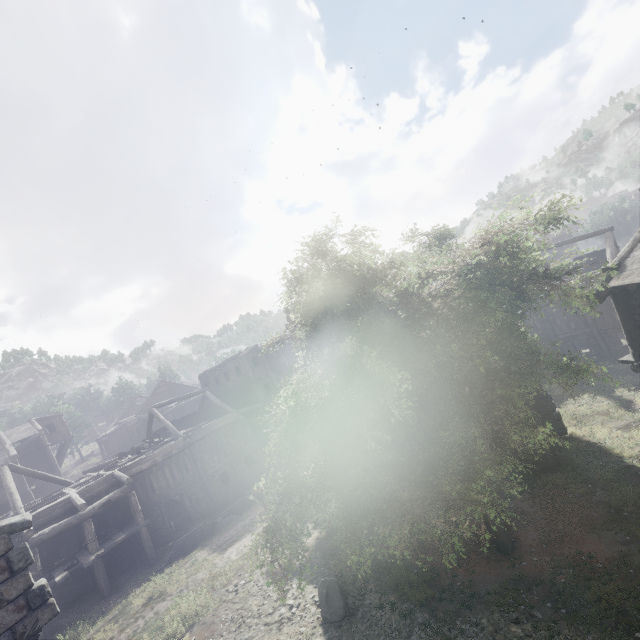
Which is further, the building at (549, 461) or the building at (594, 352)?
the building at (549, 461)

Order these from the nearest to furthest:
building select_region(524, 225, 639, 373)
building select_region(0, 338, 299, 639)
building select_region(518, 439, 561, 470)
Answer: building select_region(0, 338, 299, 639) → building select_region(524, 225, 639, 373) → building select_region(518, 439, 561, 470)

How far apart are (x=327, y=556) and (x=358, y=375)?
11.3 meters

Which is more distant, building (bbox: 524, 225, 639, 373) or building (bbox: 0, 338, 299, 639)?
building (bbox: 524, 225, 639, 373)

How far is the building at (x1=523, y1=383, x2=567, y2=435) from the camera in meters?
13.3
